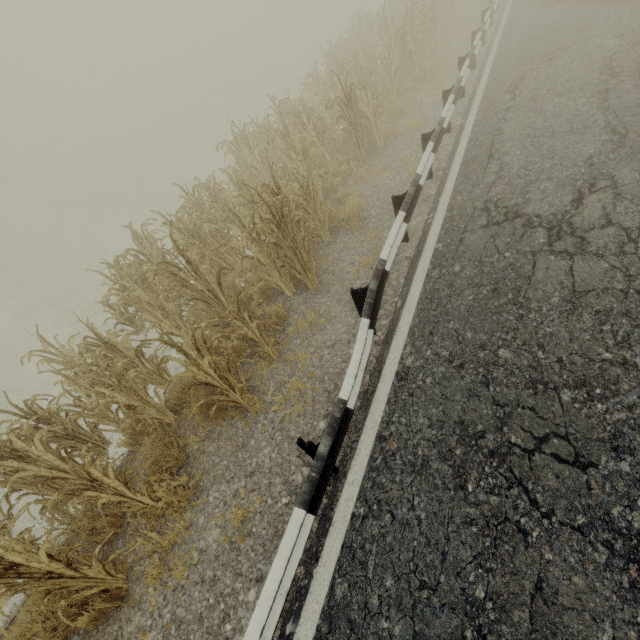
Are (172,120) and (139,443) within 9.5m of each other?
no

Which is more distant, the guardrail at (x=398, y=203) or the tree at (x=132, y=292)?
the tree at (x=132, y=292)

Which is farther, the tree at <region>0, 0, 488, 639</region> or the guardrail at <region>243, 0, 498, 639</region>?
the tree at <region>0, 0, 488, 639</region>
